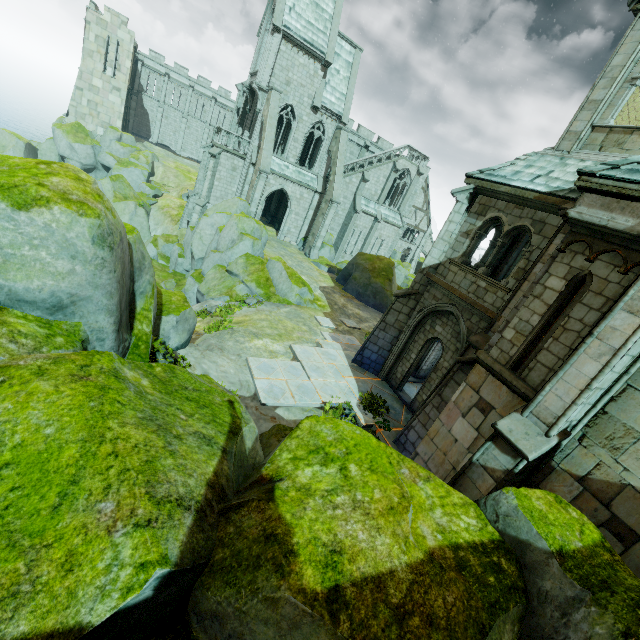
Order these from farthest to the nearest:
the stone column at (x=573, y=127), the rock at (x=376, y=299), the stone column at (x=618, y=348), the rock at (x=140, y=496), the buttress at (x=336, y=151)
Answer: the buttress at (x=336, y=151) < the rock at (x=376, y=299) < the stone column at (x=573, y=127) < the stone column at (x=618, y=348) < the rock at (x=140, y=496)

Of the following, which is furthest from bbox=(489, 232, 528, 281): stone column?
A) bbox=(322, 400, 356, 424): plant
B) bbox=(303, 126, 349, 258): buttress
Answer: bbox=(303, 126, 349, 258): buttress

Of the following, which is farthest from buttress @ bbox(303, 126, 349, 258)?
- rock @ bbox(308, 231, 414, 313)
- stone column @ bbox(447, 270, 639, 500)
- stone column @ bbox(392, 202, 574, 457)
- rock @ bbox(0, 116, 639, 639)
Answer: stone column @ bbox(447, 270, 639, 500)

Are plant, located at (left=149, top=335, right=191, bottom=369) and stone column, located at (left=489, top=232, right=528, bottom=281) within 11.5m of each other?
no

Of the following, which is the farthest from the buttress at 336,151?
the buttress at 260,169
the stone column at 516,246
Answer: the stone column at 516,246

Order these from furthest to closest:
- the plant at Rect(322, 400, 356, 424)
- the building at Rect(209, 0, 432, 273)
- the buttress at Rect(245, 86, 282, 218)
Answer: the building at Rect(209, 0, 432, 273)
the buttress at Rect(245, 86, 282, 218)
the plant at Rect(322, 400, 356, 424)

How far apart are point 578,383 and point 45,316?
8.45m

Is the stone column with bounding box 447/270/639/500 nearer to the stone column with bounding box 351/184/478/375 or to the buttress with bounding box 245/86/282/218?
the stone column with bounding box 351/184/478/375
